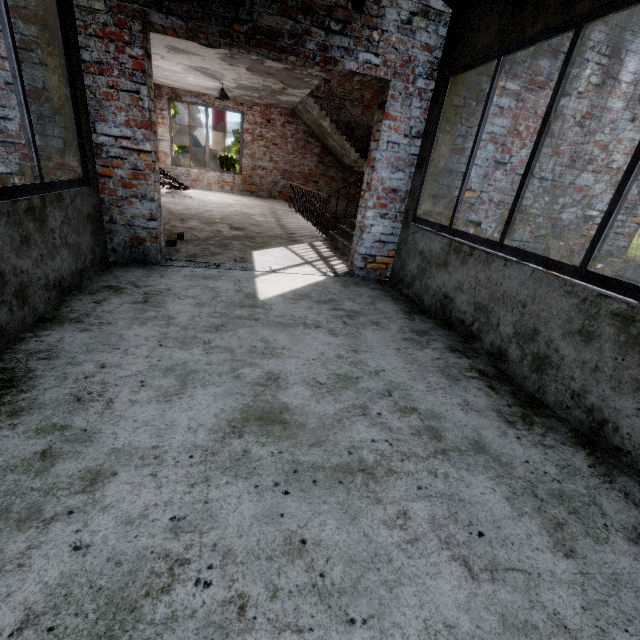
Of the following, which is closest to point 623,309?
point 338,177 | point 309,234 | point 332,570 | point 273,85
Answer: point 332,570

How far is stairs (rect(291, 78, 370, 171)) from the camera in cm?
1020

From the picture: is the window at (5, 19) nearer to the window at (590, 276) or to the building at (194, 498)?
the building at (194, 498)

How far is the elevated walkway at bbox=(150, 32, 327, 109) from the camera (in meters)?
6.80

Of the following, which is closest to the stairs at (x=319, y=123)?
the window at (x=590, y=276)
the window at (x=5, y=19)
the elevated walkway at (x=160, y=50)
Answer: the elevated walkway at (x=160, y=50)

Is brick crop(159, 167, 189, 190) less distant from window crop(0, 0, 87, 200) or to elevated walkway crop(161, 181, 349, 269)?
elevated walkway crop(161, 181, 349, 269)

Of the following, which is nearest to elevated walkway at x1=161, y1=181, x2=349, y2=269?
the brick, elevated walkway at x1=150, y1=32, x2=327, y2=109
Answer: the brick

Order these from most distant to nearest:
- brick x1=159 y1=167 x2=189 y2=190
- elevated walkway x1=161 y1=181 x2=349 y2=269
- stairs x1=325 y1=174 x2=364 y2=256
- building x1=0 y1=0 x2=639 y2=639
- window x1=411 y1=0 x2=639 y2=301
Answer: brick x1=159 y1=167 x2=189 y2=190
stairs x1=325 y1=174 x2=364 y2=256
elevated walkway x1=161 y1=181 x2=349 y2=269
window x1=411 y1=0 x2=639 y2=301
building x1=0 y1=0 x2=639 y2=639
